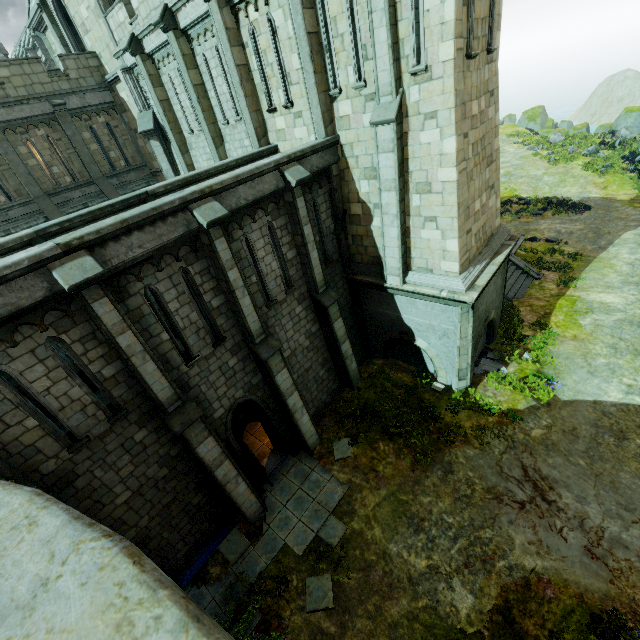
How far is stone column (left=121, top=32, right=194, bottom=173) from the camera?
14.7m

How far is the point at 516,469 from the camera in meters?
10.8 m

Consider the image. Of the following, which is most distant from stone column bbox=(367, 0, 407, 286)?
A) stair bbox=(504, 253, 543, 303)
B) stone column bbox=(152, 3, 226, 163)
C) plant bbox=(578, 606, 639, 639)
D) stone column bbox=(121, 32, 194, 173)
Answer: stone column bbox=(121, 32, 194, 173)

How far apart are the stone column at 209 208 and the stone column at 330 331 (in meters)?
2.33

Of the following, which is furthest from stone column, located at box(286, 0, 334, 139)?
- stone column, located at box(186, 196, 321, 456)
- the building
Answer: stone column, located at box(186, 196, 321, 456)

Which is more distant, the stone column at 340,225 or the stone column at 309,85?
the stone column at 340,225

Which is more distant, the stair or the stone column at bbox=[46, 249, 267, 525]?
the stair

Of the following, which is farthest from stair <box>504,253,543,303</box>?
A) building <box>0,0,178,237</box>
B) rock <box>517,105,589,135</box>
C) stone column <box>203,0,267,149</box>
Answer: rock <box>517,105,589,135</box>
